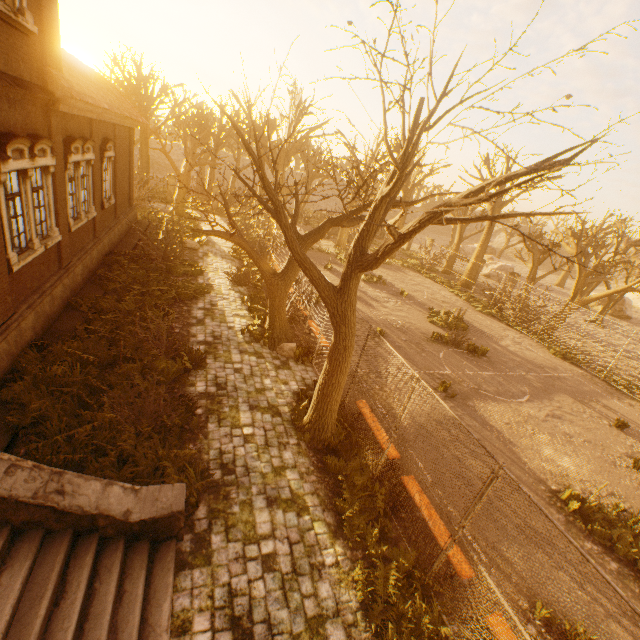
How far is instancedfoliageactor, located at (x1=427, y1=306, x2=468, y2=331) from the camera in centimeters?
1805cm

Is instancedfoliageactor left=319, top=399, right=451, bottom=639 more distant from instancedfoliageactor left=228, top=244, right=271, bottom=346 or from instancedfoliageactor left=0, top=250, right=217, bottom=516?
instancedfoliageactor left=228, top=244, right=271, bottom=346

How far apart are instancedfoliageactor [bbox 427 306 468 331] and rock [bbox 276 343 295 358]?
10.2 meters

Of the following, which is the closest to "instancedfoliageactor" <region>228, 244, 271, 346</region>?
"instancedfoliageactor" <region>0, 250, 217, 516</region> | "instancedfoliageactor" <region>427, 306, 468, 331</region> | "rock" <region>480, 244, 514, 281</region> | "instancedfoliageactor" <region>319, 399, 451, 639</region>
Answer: "instancedfoliageactor" <region>0, 250, 217, 516</region>

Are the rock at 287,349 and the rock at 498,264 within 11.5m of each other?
no

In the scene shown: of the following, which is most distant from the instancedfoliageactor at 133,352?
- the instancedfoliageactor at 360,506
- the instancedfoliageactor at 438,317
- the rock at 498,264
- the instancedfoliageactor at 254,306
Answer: the rock at 498,264

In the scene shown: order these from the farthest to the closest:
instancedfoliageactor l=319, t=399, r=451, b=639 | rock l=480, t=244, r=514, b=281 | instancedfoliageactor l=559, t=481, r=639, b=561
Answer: rock l=480, t=244, r=514, b=281
instancedfoliageactor l=559, t=481, r=639, b=561
instancedfoliageactor l=319, t=399, r=451, b=639

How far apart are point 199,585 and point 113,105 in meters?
16.6 m
